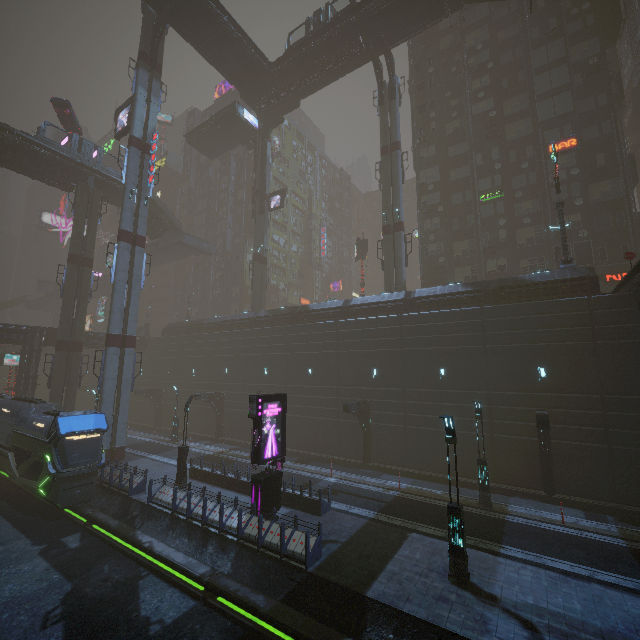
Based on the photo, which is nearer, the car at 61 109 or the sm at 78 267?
the sm at 78 267

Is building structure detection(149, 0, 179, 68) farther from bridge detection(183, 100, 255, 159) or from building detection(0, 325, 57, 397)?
building detection(0, 325, 57, 397)

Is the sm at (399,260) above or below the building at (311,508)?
above

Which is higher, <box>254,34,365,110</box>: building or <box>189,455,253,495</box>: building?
<box>254,34,365,110</box>: building

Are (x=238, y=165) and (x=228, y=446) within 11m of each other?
no

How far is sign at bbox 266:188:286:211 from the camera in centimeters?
4188cm

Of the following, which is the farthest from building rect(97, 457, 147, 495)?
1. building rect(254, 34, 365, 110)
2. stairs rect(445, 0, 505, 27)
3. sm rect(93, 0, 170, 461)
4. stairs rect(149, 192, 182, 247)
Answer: building rect(254, 34, 365, 110)

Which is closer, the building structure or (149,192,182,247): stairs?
the building structure
